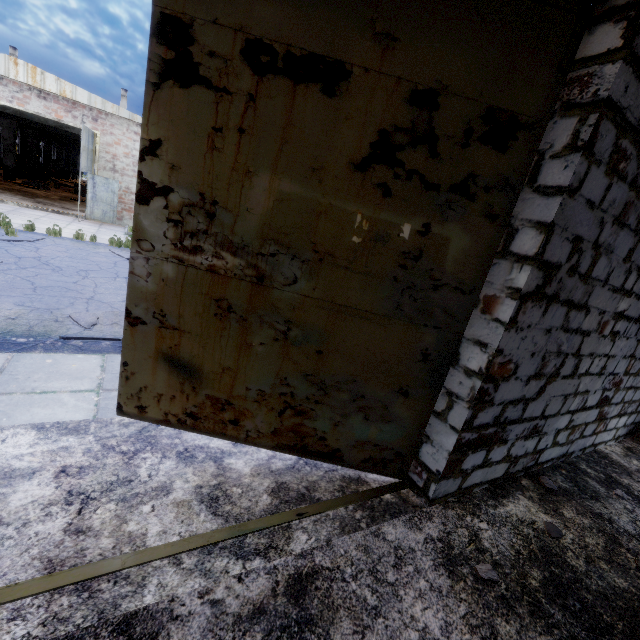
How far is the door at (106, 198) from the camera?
13.4 meters

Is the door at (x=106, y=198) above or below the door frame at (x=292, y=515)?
above

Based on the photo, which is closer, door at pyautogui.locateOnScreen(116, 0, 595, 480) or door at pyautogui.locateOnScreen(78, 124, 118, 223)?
door at pyautogui.locateOnScreen(116, 0, 595, 480)

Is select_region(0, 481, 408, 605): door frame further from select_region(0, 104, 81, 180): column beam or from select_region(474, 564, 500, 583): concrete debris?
select_region(0, 104, 81, 180): column beam

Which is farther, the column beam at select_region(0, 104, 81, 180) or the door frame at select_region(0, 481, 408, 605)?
the column beam at select_region(0, 104, 81, 180)

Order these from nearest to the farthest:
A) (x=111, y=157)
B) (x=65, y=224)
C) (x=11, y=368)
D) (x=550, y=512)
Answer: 1. (x=550, y=512)
2. (x=11, y=368)
3. (x=65, y=224)
4. (x=111, y=157)

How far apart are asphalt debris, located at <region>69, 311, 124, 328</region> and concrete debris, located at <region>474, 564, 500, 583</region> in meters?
5.0 m

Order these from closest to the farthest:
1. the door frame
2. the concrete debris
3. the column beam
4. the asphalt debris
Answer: the door frame
the concrete debris
the asphalt debris
the column beam
